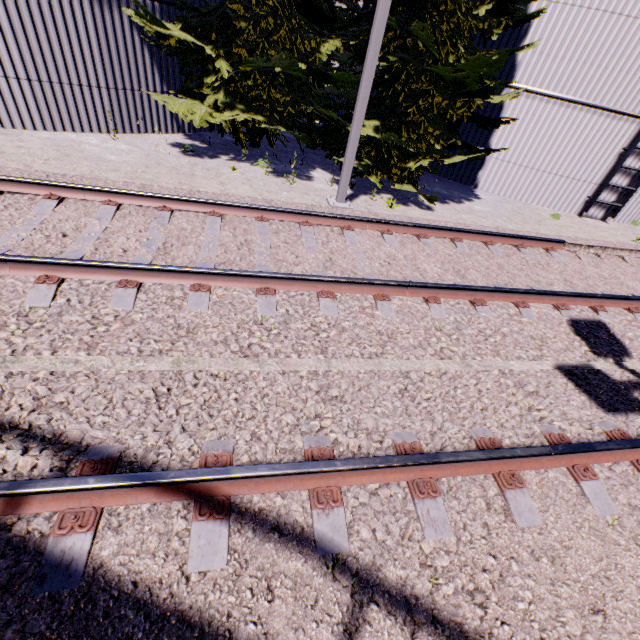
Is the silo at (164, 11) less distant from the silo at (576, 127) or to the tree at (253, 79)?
the tree at (253, 79)

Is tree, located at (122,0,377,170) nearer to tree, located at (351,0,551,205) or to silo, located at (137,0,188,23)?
silo, located at (137,0,188,23)

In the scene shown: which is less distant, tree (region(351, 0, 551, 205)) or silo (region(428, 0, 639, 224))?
tree (region(351, 0, 551, 205))

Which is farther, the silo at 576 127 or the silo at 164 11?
the silo at 576 127

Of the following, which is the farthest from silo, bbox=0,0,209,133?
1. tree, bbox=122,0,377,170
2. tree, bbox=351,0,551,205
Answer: tree, bbox=351,0,551,205

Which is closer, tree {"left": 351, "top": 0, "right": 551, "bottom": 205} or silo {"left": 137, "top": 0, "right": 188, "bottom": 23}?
tree {"left": 351, "top": 0, "right": 551, "bottom": 205}

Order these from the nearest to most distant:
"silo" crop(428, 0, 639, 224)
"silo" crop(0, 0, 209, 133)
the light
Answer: the light, "silo" crop(0, 0, 209, 133), "silo" crop(428, 0, 639, 224)

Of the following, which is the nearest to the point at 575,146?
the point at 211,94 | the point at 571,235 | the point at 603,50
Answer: the point at 603,50
